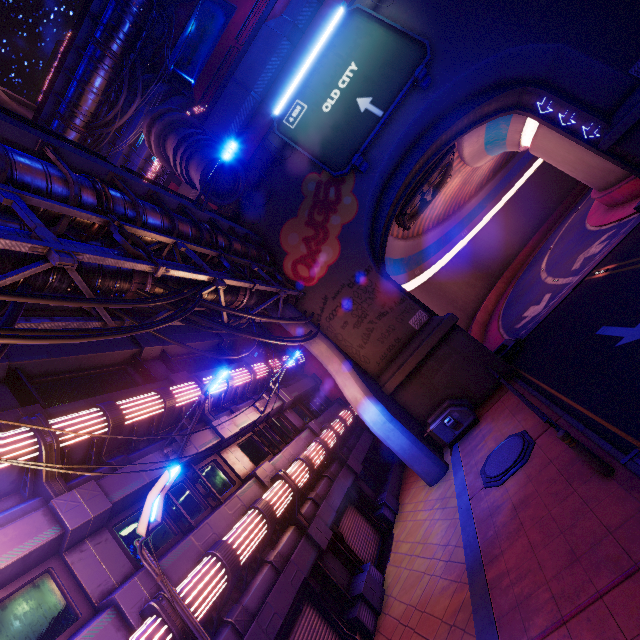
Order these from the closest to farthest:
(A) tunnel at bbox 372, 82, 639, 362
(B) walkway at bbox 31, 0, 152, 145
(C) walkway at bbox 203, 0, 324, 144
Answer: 1. (A) tunnel at bbox 372, 82, 639, 362
2. (C) walkway at bbox 203, 0, 324, 144
3. (B) walkway at bbox 31, 0, 152, 145

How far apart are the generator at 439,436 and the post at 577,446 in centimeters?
778cm

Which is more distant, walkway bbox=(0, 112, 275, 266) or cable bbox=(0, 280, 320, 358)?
walkway bbox=(0, 112, 275, 266)

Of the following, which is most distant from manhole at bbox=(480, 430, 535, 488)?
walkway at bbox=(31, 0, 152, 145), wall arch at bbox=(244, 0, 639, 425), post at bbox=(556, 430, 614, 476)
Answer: walkway at bbox=(31, 0, 152, 145)

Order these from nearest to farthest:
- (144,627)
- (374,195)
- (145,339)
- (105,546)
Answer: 1. (144,627)
2. (105,546)
3. (145,339)
4. (374,195)

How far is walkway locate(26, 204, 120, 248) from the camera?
8.2m

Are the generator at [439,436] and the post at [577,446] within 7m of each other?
no

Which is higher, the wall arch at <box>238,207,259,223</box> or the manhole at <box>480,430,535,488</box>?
the wall arch at <box>238,207,259,223</box>
